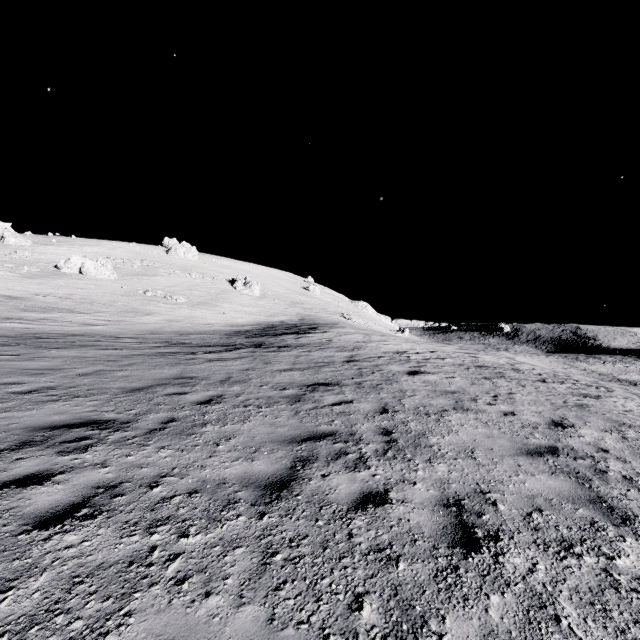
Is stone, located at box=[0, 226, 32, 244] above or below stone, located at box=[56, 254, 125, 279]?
above

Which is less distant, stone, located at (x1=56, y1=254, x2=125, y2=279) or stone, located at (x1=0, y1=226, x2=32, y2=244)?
stone, located at (x1=56, y1=254, x2=125, y2=279)

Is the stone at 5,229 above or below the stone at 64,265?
above

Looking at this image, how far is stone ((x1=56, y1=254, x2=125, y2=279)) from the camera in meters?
44.7

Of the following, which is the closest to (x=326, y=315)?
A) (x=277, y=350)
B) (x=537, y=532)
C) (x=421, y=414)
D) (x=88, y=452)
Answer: (x=277, y=350)

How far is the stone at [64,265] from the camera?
44.7 meters
